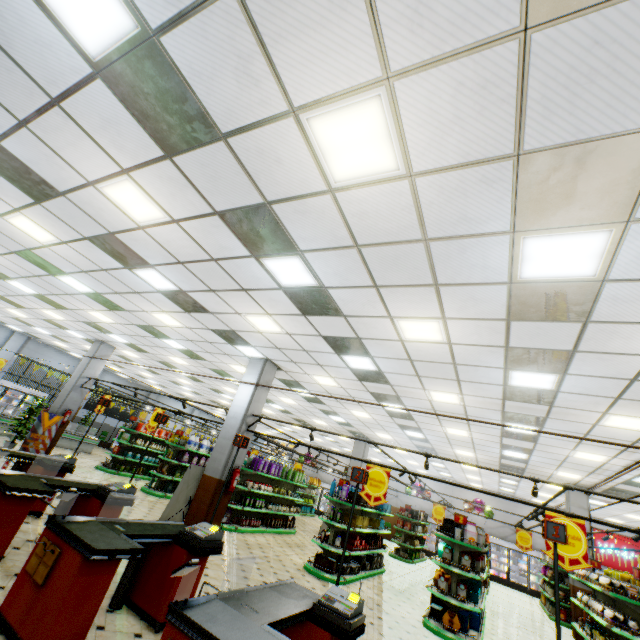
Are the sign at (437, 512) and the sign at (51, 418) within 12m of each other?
no

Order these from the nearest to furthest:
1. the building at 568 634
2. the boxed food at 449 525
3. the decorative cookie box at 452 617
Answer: the decorative cookie box at 452 617, the boxed food at 449 525, the building at 568 634

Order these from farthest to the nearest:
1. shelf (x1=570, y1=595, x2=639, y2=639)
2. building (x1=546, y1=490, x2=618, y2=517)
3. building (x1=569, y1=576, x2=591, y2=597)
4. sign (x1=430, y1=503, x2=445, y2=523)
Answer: sign (x1=430, y1=503, x2=445, y2=523), building (x1=546, y1=490, x2=618, y2=517), building (x1=569, y1=576, x2=591, y2=597), shelf (x1=570, y1=595, x2=639, y2=639)

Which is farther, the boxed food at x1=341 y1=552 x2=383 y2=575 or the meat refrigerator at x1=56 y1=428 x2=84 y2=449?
the meat refrigerator at x1=56 y1=428 x2=84 y2=449

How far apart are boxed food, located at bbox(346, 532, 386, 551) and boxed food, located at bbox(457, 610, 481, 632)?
2.88m

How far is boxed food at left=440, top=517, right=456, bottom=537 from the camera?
8.5 meters

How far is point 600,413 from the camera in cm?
655

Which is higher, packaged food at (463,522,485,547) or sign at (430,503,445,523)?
sign at (430,503,445,523)
